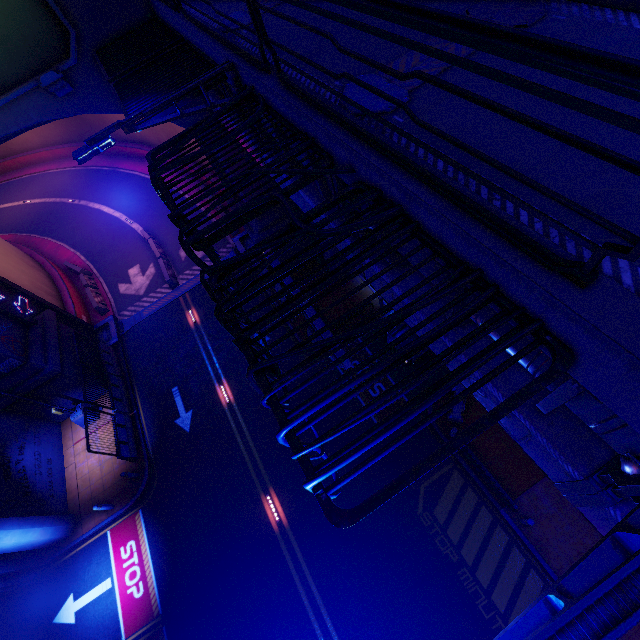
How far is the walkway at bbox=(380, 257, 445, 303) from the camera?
4.2m

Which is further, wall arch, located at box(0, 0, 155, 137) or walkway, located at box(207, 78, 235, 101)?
wall arch, located at box(0, 0, 155, 137)

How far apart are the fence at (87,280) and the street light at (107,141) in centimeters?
2186cm

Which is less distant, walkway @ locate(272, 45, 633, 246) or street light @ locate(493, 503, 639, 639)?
street light @ locate(493, 503, 639, 639)

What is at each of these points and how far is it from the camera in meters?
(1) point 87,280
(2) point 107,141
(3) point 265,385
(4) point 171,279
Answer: (1) fence, 23.9
(2) street light, 5.5
(3) fence, 2.9
(4) fence, 21.9

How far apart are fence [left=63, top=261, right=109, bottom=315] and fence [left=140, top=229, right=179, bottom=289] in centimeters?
489cm

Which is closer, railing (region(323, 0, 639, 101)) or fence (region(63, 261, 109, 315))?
railing (region(323, 0, 639, 101))

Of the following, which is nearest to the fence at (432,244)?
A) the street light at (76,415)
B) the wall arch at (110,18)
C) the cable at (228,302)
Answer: the cable at (228,302)
